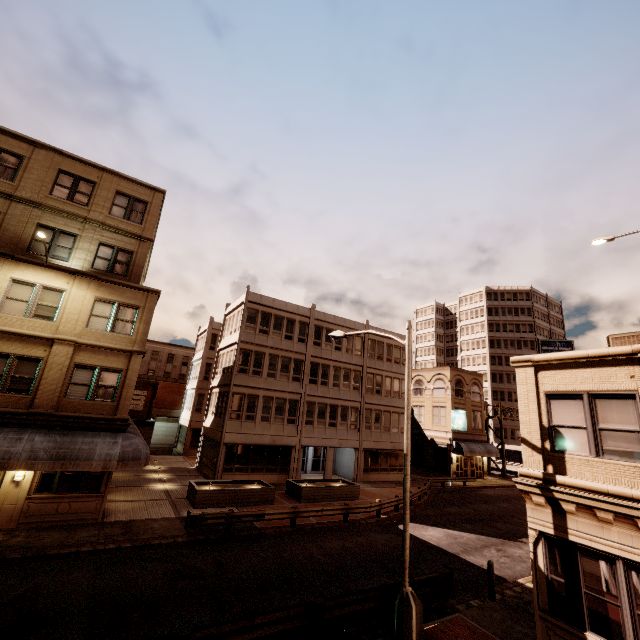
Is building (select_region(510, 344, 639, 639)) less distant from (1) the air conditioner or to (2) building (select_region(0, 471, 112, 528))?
(1) the air conditioner

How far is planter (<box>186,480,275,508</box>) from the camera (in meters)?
18.73

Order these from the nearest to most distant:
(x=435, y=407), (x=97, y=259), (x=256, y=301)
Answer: (x=97, y=259)
(x=256, y=301)
(x=435, y=407)

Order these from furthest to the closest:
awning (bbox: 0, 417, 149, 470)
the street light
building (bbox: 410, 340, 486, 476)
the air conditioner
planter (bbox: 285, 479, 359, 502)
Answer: building (bbox: 410, 340, 486, 476)
planter (bbox: 285, 479, 359, 502)
awning (bbox: 0, 417, 149, 470)
the air conditioner
the street light

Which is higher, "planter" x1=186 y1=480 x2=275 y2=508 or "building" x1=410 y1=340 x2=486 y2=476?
"building" x1=410 y1=340 x2=486 y2=476

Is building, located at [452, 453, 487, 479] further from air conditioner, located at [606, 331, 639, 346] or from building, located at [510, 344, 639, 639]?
air conditioner, located at [606, 331, 639, 346]

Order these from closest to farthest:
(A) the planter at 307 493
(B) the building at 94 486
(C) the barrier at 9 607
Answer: (C) the barrier at 9 607, (B) the building at 94 486, (A) the planter at 307 493

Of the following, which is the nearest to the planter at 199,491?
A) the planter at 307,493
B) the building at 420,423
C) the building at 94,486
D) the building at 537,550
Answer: the planter at 307,493
